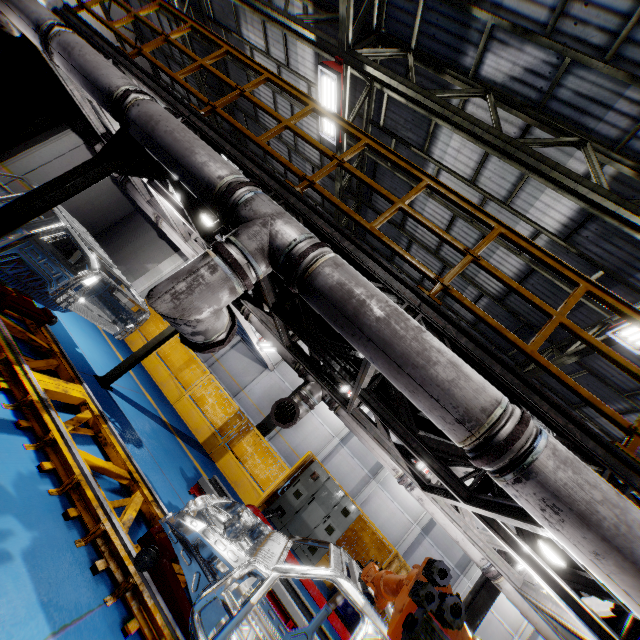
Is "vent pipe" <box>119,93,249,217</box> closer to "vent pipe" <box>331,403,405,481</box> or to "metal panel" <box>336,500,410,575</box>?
"metal panel" <box>336,500,410,575</box>

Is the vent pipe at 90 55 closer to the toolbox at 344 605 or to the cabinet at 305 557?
the toolbox at 344 605

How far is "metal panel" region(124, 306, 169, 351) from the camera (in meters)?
11.09

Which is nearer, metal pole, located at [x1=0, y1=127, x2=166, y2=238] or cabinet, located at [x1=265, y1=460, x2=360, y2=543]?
metal pole, located at [x1=0, y1=127, x2=166, y2=238]

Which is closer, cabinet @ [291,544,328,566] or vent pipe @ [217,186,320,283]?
vent pipe @ [217,186,320,283]

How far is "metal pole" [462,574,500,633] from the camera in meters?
8.6 m

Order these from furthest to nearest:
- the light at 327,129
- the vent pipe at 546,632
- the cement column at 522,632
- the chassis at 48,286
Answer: the cement column at 522,632
the light at 327,129
the vent pipe at 546,632
the chassis at 48,286

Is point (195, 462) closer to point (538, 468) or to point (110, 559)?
point (110, 559)
